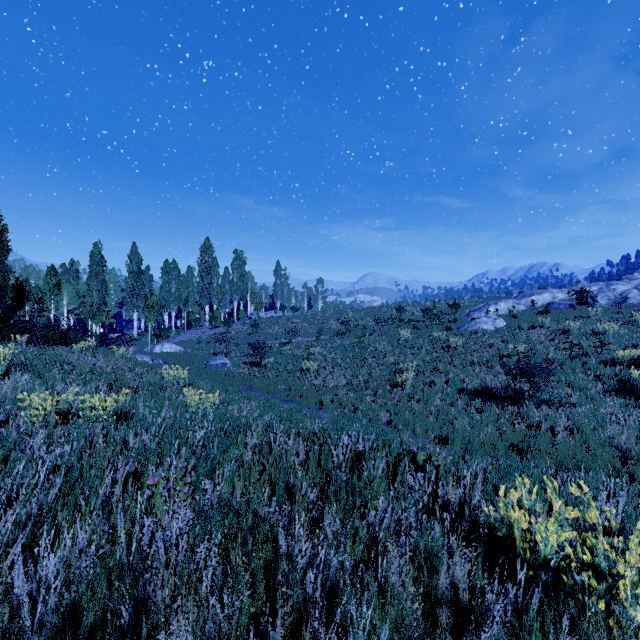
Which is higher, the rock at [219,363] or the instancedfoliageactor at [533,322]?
the instancedfoliageactor at [533,322]

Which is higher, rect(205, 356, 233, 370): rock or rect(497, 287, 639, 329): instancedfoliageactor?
rect(497, 287, 639, 329): instancedfoliageactor

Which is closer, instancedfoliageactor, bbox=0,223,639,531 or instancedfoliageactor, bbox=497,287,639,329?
instancedfoliageactor, bbox=0,223,639,531

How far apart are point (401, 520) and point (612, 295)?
28.34m

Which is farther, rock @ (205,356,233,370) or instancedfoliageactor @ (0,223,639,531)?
rock @ (205,356,233,370)

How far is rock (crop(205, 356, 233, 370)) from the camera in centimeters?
1895cm

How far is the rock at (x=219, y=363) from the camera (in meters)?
18.95
